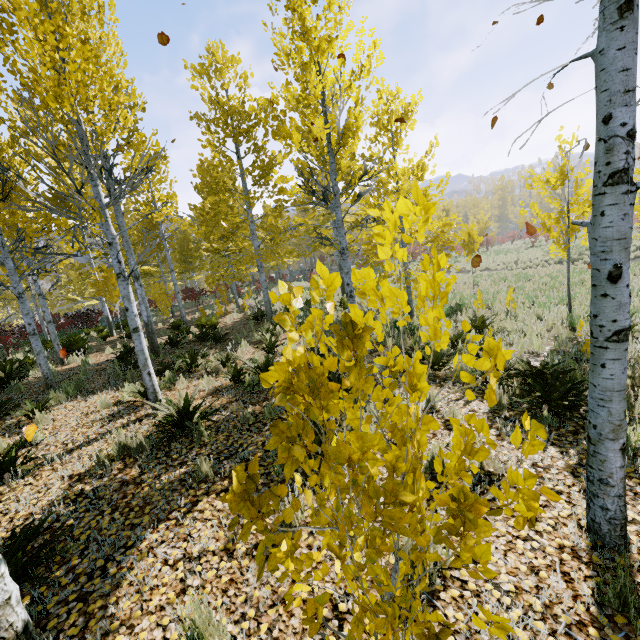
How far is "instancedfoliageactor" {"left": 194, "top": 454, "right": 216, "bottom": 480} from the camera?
3.8m

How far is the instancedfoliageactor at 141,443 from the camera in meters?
4.4 m

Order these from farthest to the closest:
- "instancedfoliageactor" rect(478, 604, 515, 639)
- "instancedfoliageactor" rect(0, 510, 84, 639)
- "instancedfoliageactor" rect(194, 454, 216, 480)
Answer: "instancedfoliageactor" rect(194, 454, 216, 480), "instancedfoliageactor" rect(0, 510, 84, 639), "instancedfoliageactor" rect(478, 604, 515, 639)

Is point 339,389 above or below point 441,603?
above

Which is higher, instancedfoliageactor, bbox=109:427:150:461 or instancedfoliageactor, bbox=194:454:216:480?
instancedfoliageactor, bbox=109:427:150:461

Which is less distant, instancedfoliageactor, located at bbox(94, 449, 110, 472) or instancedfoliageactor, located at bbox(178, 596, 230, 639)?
instancedfoliageactor, located at bbox(178, 596, 230, 639)
